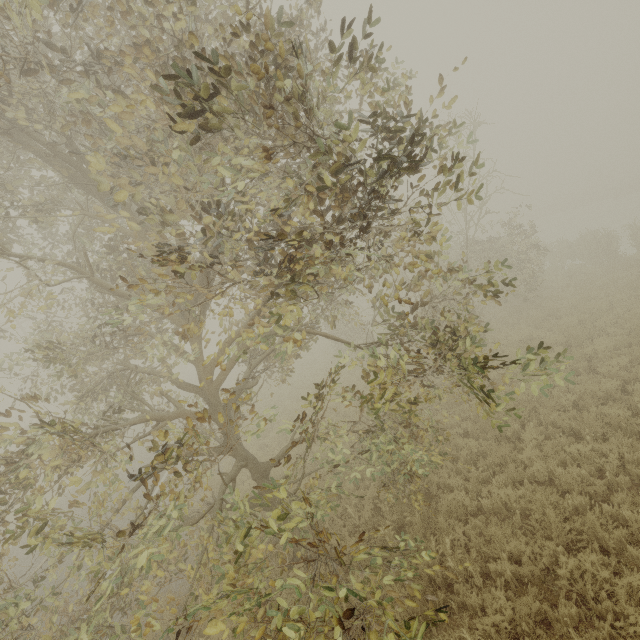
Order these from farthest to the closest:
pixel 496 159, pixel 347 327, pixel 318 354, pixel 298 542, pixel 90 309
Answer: pixel 318 354 < pixel 347 327 < pixel 496 159 < pixel 90 309 < pixel 298 542
